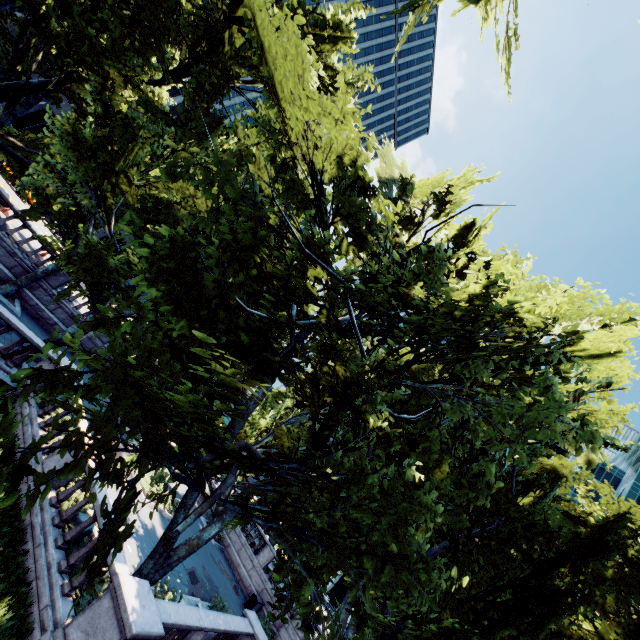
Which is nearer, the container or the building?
the container

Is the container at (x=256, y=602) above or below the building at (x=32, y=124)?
below

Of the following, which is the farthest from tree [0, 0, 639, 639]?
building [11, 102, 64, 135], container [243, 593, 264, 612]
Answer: building [11, 102, 64, 135]

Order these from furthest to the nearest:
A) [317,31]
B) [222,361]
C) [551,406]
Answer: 1. [317,31]
2. [551,406]
3. [222,361]

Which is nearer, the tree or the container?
the tree

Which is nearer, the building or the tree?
the tree

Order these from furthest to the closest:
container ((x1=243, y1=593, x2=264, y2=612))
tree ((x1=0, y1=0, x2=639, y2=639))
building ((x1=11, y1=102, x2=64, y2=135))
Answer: building ((x1=11, y1=102, x2=64, y2=135)) < container ((x1=243, y1=593, x2=264, y2=612)) < tree ((x1=0, y1=0, x2=639, y2=639))

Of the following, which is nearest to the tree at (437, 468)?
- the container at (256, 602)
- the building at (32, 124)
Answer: the container at (256, 602)
